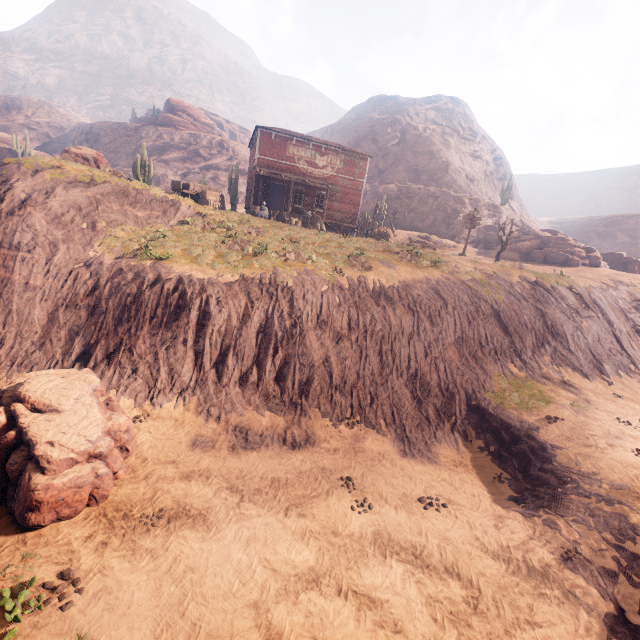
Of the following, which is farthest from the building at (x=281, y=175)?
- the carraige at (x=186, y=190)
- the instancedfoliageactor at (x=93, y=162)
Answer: the instancedfoliageactor at (x=93, y=162)

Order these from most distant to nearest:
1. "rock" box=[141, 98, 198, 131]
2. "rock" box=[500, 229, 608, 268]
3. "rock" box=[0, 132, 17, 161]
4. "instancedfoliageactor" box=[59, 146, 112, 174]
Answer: "rock" box=[141, 98, 198, 131] < "rock" box=[0, 132, 17, 161] < "rock" box=[500, 229, 608, 268] < "instancedfoliageactor" box=[59, 146, 112, 174]

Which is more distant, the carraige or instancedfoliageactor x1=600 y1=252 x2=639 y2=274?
instancedfoliageactor x1=600 y1=252 x2=639 y2=274

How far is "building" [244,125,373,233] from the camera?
26.5 meters

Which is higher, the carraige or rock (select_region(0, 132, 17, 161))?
rock (select_region(0, 132, 17, 161))

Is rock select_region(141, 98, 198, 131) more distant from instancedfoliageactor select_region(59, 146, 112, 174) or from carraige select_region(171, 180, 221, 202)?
carraige select_region(171, 180, 221, 202)

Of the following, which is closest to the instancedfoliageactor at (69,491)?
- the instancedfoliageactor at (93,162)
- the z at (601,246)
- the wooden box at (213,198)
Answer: the wooden box at (213,198)

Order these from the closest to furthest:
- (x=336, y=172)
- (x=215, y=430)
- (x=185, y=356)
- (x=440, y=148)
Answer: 1. (x=215, y=430)
2. (x=185, y=356)
3. (x=336, y=172)
4. (x=440, y=148)
